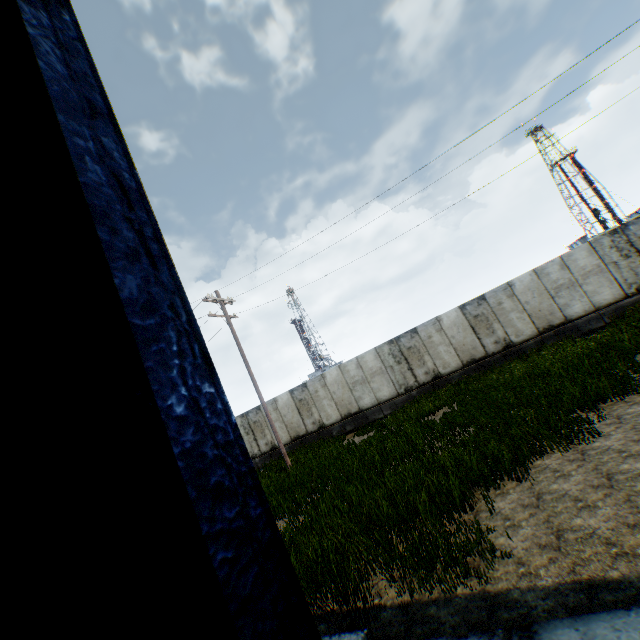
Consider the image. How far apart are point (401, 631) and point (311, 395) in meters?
15.7
